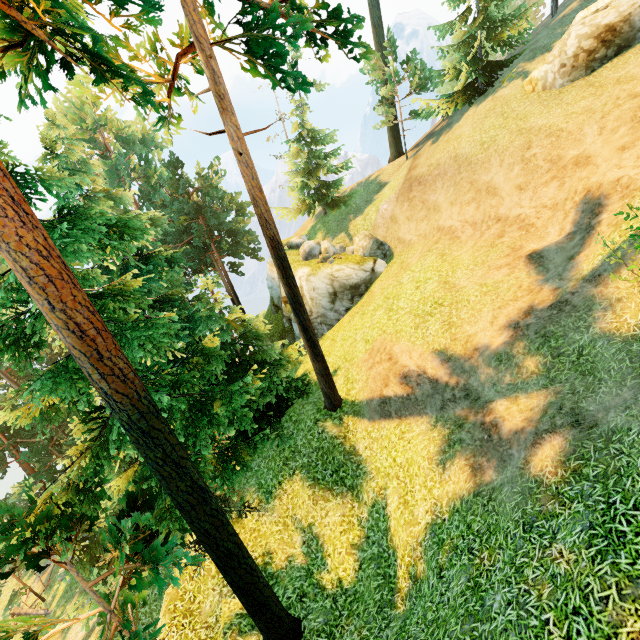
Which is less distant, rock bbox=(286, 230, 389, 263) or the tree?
the tree

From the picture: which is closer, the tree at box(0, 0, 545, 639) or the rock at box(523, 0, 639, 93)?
the tree at box(0, 0, 545, 639)

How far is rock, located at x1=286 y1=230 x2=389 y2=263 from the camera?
21.62m

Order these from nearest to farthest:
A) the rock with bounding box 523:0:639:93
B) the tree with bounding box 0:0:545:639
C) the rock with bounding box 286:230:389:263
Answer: the tree with bounding box 0:0:545:639, the rock with bounding box 523:0:639:93, the rock with bounding box 286:230:389:263

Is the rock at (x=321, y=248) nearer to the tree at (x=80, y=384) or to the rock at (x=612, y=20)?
the tree at (x=80, y=384)

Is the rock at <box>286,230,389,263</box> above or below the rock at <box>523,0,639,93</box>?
below

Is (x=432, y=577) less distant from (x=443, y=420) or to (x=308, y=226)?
(x=443, y=420)

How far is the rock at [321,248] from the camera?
21.6 meters
